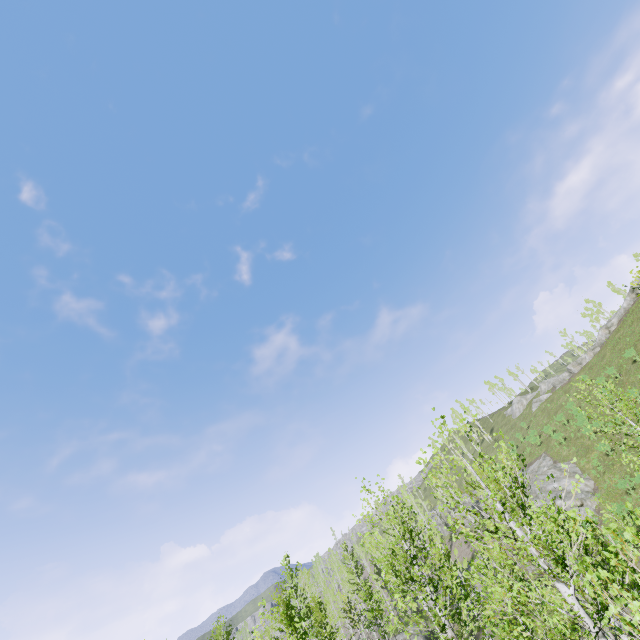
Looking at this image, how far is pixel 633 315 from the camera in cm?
4378

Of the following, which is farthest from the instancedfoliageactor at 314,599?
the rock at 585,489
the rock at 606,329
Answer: the rock at 606,329

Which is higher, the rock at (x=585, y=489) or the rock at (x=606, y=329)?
the rock at (x=606, y=329)

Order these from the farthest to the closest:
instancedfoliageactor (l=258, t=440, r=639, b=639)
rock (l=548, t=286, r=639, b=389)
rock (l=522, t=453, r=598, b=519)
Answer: rock (l=548, t=286, r=639, b=389), rock (l=522, t=453, r=598, b=519), instancedfoliageactor (l=258, t=440, r=639, b=639)

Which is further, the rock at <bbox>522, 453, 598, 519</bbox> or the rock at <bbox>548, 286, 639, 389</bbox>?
the rock at <bbox>548, 286, 639, 389</bbox>

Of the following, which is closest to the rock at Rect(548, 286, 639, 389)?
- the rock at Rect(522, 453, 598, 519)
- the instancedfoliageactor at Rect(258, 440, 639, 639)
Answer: the rock at Rect(522, 453, 598, 519)
